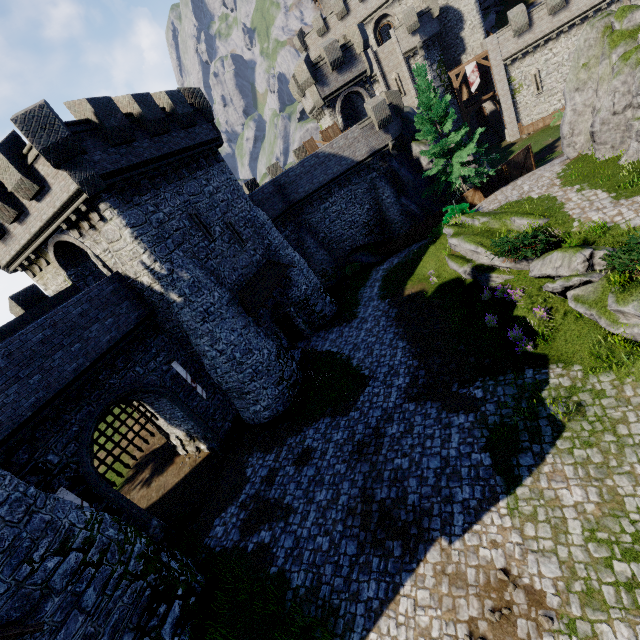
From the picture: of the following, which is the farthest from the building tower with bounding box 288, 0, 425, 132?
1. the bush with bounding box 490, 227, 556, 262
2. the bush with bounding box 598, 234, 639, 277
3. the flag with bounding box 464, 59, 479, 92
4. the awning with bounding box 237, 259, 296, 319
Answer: the bush with bounding box 598, 234, 639, 277

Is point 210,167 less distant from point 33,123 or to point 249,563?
point 33,123

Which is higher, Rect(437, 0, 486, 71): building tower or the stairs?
Rect(437, 0, 486, 71): building tower

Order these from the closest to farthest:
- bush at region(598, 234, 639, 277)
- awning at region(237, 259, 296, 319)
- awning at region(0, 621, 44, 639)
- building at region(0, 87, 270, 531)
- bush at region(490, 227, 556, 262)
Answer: awning at region(0, 621, 44, 639) → bush at region(598, 234, 639, 277) → building at region(0, 87, 270, 531) → bush at region(490, 227, 556, 262) → awning at region(237, 259, 296, 319)

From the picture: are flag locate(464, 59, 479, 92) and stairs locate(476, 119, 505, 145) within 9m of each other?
yes

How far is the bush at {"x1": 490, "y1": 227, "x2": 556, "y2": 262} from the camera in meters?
13.9 m

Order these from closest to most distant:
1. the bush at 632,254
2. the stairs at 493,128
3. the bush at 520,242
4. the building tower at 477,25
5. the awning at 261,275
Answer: the bush at 632,254 < the bush at 520,242 < the awning at 261,275 < the building tower at 477,25 < the stairs at 493,128

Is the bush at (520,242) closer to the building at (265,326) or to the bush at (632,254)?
the bush at (632,254)
